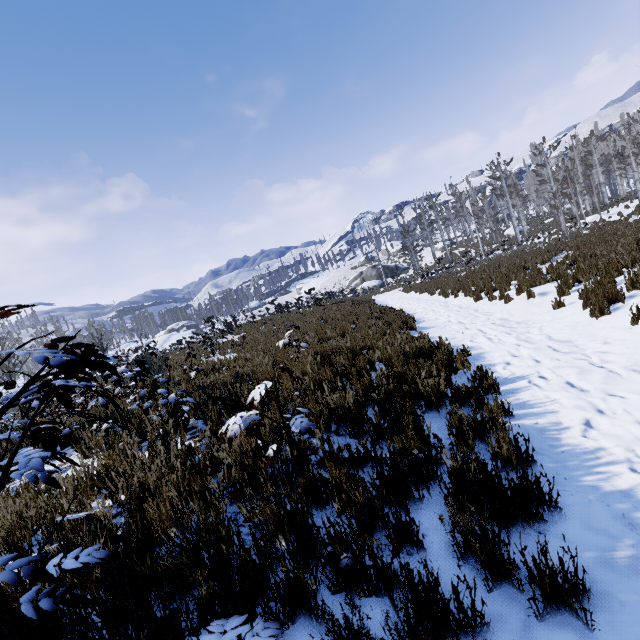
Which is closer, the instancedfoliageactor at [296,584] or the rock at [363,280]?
the instancedfoliageactor at [296,584]

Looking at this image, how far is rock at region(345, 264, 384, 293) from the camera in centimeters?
4722cm

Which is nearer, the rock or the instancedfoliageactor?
the instancedfoliageactor

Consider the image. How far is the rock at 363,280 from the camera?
47.2m

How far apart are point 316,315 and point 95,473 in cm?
1399
